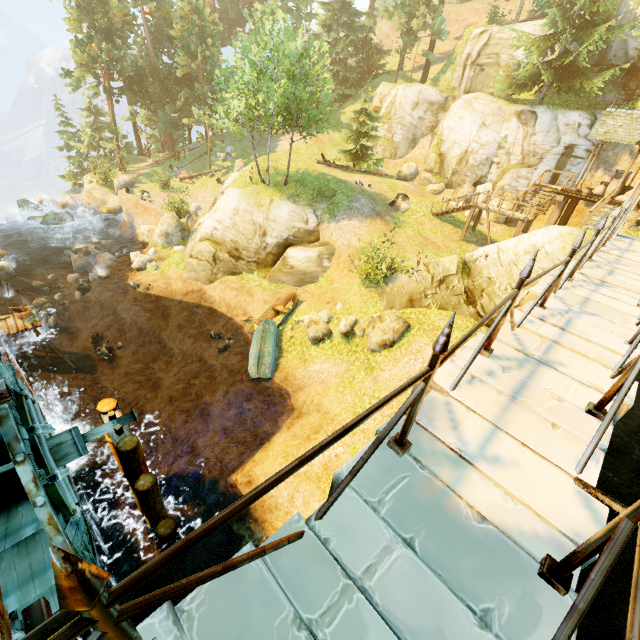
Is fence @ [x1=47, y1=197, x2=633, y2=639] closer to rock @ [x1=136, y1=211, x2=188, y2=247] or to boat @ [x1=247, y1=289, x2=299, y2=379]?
boat @ [x1=247, y1=289, x2=299, y2=379]

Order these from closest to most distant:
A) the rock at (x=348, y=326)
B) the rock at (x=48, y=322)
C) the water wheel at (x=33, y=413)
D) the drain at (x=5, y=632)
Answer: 1. the drain at (x=5, y=632)
2. the water wheel at (x=33, y=413)
3. the rock at (x=348, y=326)
4. the rock at (x=48, y=322)

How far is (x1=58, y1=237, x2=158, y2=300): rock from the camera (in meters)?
21.64

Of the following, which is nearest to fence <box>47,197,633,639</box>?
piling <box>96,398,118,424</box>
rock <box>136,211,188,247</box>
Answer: piling <box>96,398,118,424</box>

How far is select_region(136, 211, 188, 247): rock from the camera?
24.2m

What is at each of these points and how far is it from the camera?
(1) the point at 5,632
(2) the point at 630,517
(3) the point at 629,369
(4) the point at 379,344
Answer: (1) drain, 2.76m
(2) fence, 1.80m
(3) fence, 3.37m
(4) rock, 13.24m

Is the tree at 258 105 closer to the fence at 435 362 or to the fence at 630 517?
the fence at 630 517

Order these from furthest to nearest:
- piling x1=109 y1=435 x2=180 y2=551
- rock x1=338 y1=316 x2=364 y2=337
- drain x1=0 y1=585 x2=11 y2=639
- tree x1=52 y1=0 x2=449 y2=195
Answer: tree x1=52 y1=0 x2=449 y2=195 → rock x1=338 y1=316 x2=364 y2=337 → piling x1=109 y1=435 x2=180 y2=551 → drain x1=0 y1=585 x2=11 y2=639
